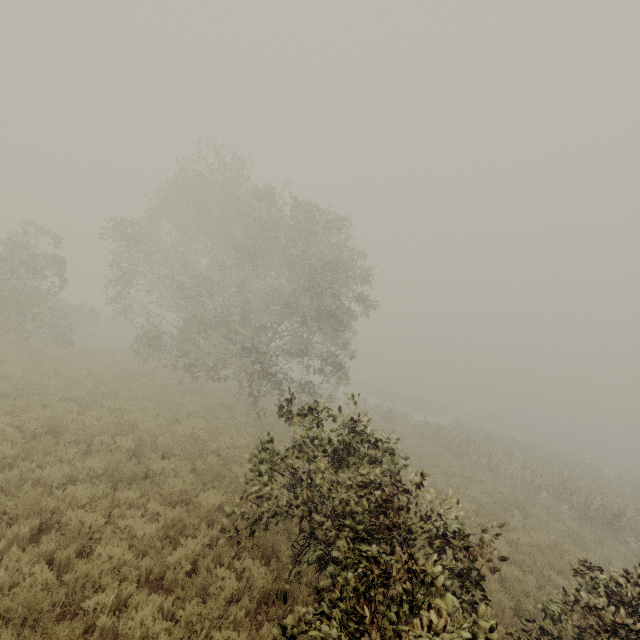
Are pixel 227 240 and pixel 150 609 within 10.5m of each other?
no
